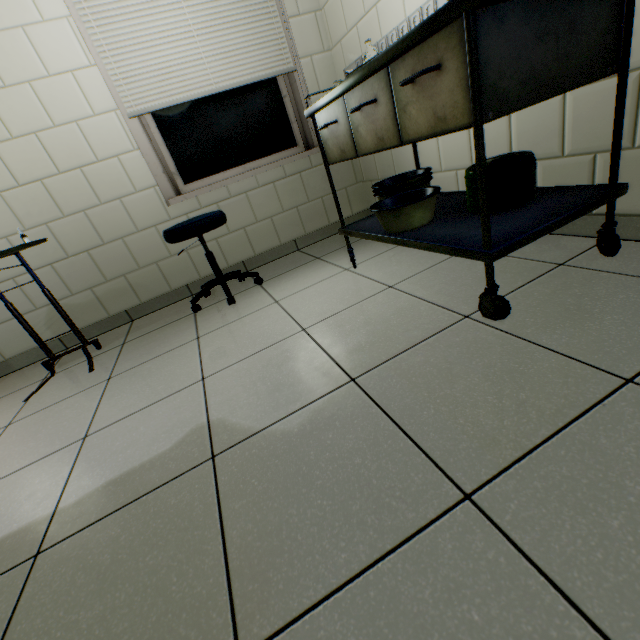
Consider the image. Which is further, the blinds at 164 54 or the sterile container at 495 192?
the blinds at 164 54

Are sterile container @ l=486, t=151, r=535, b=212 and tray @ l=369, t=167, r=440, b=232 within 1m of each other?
yes

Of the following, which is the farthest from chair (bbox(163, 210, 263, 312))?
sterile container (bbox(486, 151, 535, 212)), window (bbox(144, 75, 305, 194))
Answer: sterile container (bbox(486, 151, 535, 212))

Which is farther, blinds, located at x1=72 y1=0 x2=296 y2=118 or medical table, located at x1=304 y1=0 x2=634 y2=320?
blinds, located at x1=72 y1=0 x2=296 y2=118

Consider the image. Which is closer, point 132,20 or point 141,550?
point 141,550

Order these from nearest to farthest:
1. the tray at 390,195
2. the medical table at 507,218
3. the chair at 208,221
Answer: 1. the medical table at 507,218
2. the tray at 390,195
3. the chair at 208,221

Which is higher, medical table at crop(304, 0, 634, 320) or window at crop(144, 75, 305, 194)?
window at crop(144, 75, 305, 194)
